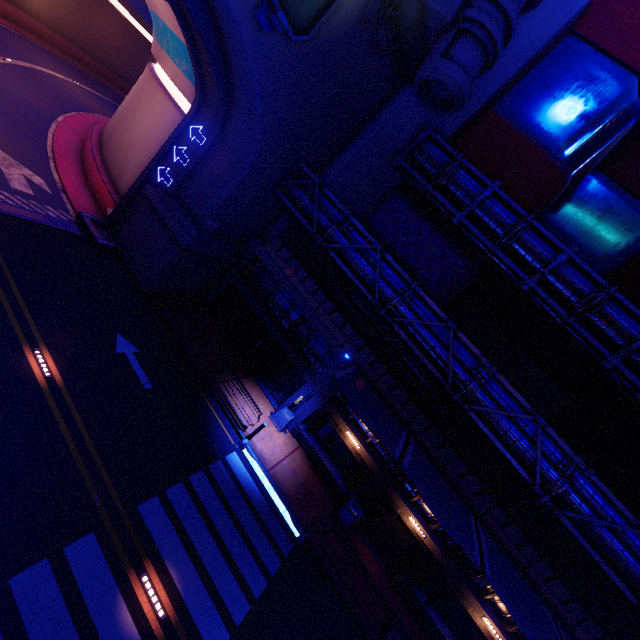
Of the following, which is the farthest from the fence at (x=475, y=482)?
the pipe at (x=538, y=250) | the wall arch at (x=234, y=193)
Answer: the pipe at (x=538, y=250)

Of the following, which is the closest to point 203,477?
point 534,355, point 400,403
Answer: point 400,403

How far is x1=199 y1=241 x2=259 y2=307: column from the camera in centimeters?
1988cm

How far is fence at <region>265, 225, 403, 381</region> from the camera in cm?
1700

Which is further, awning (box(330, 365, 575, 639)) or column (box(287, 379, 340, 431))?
column (box(287, 379, 340, 431))

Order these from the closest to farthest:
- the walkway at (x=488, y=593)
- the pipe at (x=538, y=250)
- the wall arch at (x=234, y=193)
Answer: the wall arch at (x=234, y=193), the walkway at (x=488, y=593), the pipe at (x=538, y=250)

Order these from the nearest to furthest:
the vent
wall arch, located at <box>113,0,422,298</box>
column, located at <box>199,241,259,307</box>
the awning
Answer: the awning < wall arch, located at <box>113,0,422,298</box> < the vent < column, located at <box>199,241,259,307</box>

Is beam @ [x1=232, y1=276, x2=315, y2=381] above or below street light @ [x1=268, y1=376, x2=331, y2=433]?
above
